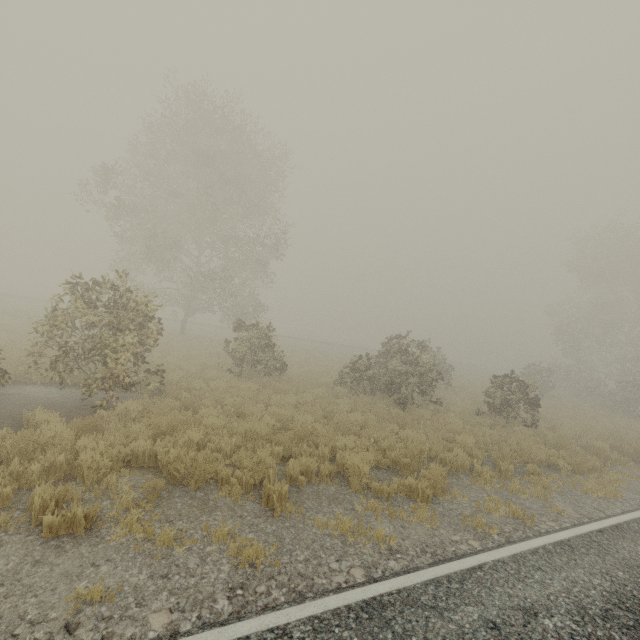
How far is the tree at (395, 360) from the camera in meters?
14.3 m

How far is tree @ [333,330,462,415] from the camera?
14.30m

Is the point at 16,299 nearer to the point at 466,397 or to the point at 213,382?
the point at 213,382
